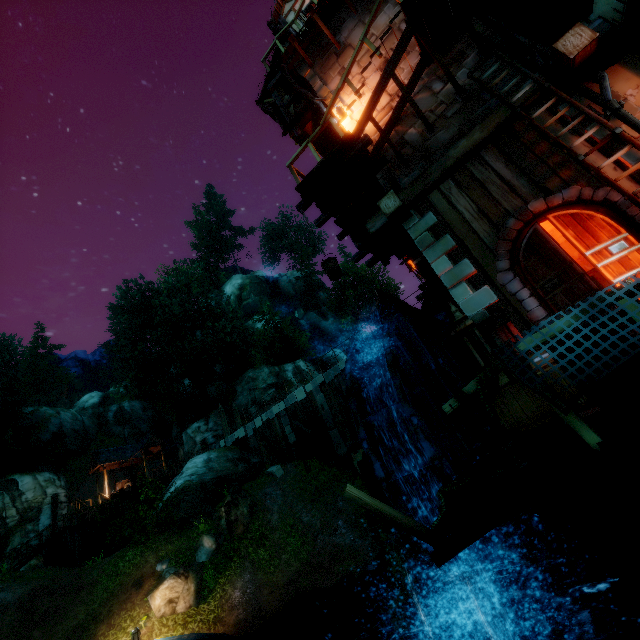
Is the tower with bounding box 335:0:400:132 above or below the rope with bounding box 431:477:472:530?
above

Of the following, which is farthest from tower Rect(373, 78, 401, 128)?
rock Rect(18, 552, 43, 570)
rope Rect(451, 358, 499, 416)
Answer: rock Rect(18, 552, 43, 570)

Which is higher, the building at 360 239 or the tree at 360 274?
the tree at 360 274

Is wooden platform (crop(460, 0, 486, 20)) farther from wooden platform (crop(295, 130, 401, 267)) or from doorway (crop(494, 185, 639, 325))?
doorway (crop(494, 185, 639, 325))

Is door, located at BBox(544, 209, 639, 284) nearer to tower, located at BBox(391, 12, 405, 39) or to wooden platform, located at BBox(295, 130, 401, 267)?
tower, located at BBox(391, 12, 405, 39)

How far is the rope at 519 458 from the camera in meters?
3.3 m

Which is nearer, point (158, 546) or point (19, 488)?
point (158, 546)

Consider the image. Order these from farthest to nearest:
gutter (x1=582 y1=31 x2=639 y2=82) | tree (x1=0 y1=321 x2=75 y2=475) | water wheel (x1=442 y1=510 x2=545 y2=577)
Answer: tree (x1=0 y1=321 x2=75 y2=475) < water wheel (x1=442 y1=510 x2=545 y2=577) < gutter (x1=582 y1=31 x2=639 y2=82)
